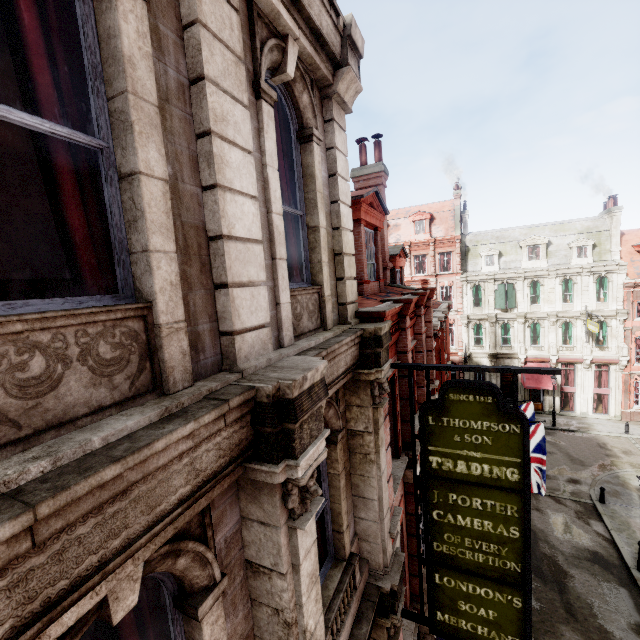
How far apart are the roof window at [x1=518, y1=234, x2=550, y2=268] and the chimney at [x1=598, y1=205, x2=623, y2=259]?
4.6m

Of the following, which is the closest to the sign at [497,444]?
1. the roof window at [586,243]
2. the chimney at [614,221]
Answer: the roof window at [586,243]

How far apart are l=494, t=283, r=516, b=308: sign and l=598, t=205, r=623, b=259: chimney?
7.8m

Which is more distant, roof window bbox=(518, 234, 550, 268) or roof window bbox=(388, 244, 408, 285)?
roof window bbox=(518, 234, 550, 268)

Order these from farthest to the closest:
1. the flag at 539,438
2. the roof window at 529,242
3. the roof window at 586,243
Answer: the roof window at 529,242 < the roof window at 586,243 < the flag at 539,438

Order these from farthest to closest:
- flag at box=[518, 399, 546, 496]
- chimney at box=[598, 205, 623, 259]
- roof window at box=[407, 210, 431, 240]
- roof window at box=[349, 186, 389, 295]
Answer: roof window at box=[407, 210, 431, 240]
chimney at box=[598, 205, 623, 259]
flag at box=[518, 399, 546, 496]
roof window at box=[349, 186, 389, 295]

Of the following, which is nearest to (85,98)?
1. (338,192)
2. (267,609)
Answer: (338,192)

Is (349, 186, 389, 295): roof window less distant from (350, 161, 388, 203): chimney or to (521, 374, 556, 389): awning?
(350, 161, 388, 203): chimney
